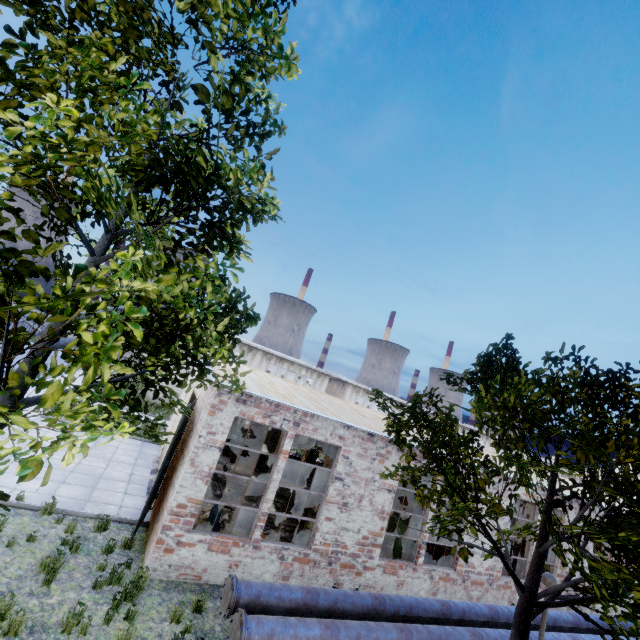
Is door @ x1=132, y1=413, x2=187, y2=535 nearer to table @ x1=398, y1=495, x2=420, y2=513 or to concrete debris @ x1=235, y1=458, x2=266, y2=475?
concrete debris @ x1=235, y1=458, x2=266, y2=475

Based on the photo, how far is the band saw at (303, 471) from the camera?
20.70m

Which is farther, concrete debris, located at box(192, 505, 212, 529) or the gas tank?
concrete debris, located at box(192, 505, 212, 529)

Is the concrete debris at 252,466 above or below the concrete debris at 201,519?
below

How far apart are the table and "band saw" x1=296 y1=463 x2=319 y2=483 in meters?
6.1

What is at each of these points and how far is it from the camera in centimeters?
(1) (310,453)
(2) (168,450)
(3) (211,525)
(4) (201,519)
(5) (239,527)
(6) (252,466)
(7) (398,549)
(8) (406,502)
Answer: (1) band saw, 2142cm
(2) door, 937cm
(3) gas tank, 928cm
(4) concrete debris, 1065cm
(5) concrete debris, 1110cm
(6) concrete debris, 1958cm
(7) band saw, 1174cm
(8) table, 2267cm

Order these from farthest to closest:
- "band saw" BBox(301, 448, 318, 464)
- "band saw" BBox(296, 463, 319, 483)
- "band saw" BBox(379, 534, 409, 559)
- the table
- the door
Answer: the table, "band saw" BBox(301, 448, 318, 464), "band saw" BBox(296, 463, 319, 483), "band saw" BBox(379, 534, 409, 559), the door

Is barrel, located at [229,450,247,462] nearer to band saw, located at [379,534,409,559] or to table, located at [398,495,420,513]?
band saw, located at [379,534,409,559]
